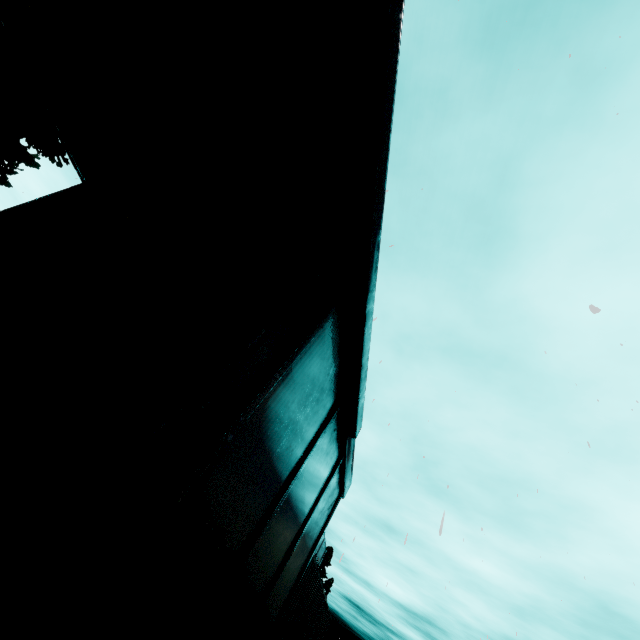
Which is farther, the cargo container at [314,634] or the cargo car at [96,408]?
the cargo container at [314,634]

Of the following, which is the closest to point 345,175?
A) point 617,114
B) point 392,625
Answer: point 617,114

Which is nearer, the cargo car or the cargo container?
the cargo car
